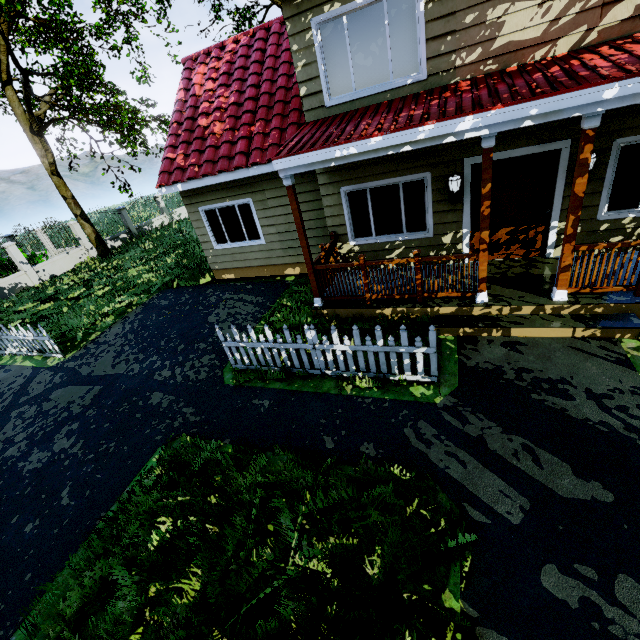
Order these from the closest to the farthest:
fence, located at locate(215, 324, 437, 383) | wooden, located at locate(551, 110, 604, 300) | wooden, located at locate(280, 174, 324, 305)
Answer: wooden, located at locate(551, 110, 604, 300) < fence, located at locate(215, 324, 437, 383) < wooden, located at locate(280, 174, 324, 305)

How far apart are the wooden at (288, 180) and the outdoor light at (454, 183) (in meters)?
3.04

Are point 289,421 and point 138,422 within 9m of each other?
yes

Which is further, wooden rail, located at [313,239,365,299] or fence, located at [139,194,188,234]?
fence, located at [139,194,188,234]

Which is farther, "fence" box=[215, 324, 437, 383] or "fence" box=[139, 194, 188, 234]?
"fence" box=[139, 194, 188, 234]

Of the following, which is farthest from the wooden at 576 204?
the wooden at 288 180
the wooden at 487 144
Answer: the wooden at 288 180

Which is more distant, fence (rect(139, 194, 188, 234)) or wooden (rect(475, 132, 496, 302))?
fence (rect(139, 194, 188, 234))

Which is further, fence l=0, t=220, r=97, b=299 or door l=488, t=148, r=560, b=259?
fence l=0, t=220, r=97, b=299
